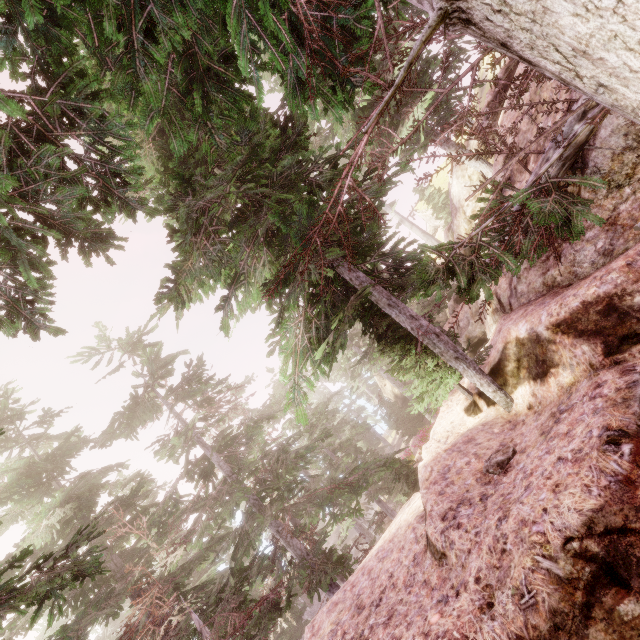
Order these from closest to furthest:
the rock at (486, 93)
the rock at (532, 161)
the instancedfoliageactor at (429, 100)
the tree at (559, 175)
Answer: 1. the tree at (559, 175)
2. the rock at (532, 161)
3. the instancedfoliageactor at (429, 100)
4. the rock at (486, 93)

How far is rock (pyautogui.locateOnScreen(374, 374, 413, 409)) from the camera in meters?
35.7 m

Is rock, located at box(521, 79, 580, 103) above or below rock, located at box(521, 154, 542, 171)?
above

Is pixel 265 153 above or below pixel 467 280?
above

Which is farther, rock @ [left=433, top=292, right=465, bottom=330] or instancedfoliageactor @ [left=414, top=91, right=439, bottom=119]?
rock @ [left=433, top=292, right=465, bottom=330]

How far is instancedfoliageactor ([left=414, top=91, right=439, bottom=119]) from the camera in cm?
1073

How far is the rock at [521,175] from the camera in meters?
7.7 m
